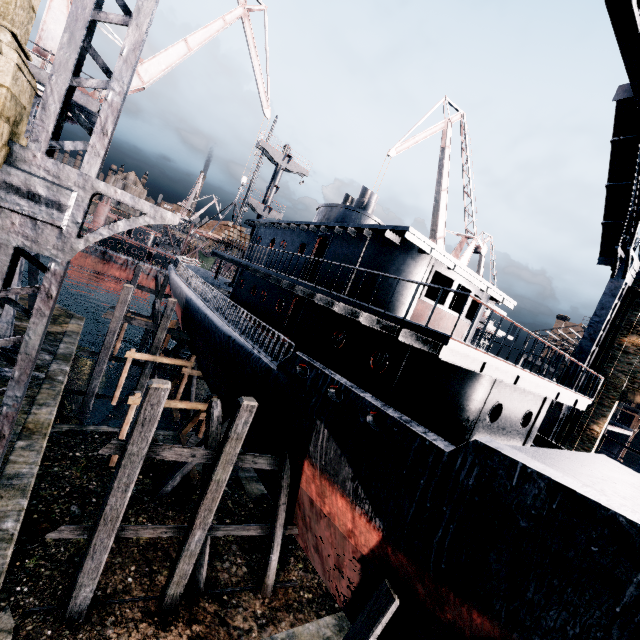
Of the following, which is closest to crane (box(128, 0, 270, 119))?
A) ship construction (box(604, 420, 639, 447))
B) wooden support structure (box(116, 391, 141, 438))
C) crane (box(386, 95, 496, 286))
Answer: wooden support structure (box(116, 391, 141, 438))

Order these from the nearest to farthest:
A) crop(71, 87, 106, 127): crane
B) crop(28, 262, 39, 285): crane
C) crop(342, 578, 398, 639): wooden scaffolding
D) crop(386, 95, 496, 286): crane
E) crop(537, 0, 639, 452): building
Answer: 1. crop(342, 578, 398, 639): wooden scaffolding
2. crop(537, 0, 639, 452): building
3. crop(71, 87, 106, 127): crane
4. crop(28, 262, 39, 285): crane
5. crop(386, 95, 496, 286): crane

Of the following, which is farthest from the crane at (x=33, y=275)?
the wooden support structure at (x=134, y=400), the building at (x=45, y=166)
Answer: the building at (x=45, y=166)

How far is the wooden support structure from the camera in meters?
15.5 m

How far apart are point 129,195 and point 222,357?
10.44m

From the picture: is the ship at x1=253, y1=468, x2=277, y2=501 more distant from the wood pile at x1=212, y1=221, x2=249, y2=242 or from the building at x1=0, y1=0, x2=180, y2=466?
the building at x1=0, y1=0, x2=180, y2=466

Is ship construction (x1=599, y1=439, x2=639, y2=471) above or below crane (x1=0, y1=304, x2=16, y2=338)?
above

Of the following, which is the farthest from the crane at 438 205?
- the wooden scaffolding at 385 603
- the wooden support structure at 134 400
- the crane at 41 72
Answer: the wooden scaffolding at 385 603
